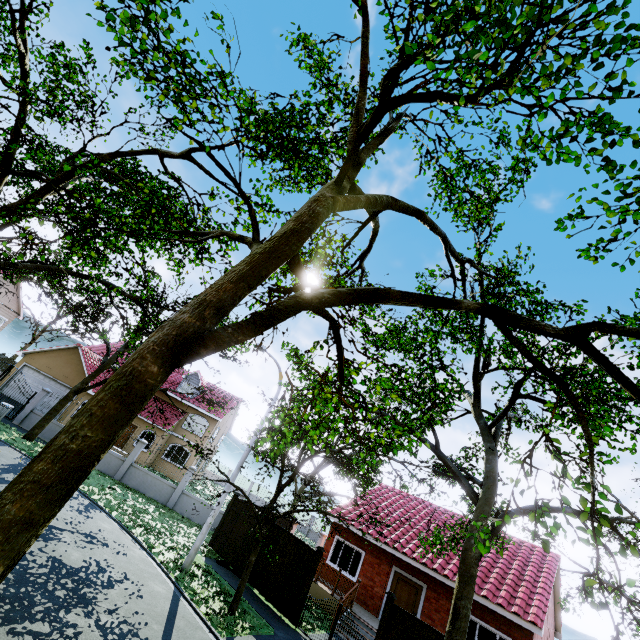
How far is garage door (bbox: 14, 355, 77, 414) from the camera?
24.8 meters

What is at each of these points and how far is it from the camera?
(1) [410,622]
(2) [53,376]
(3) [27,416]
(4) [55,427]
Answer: (1) fence, 10.2 meters
(2) garage door, 25.4 meters
(3) fence, 20.4 meters
(4) fence, 20.4 meters

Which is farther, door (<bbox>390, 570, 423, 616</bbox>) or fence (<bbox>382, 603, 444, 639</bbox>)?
door (<bbox>390, 570, 423, 616</bbox>)

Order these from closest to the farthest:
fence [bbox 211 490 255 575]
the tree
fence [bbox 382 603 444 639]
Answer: the tree → fence [bbox 382 603 444 639] → fence [bbox 211 490 255 575]

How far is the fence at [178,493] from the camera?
19.7 meters

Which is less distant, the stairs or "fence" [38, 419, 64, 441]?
the stairs

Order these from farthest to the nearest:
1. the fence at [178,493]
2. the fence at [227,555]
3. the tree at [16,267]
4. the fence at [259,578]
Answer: the fence at [178,493] → the fence at [227,555] → the fence at [259,578] → the tree at [16,267]

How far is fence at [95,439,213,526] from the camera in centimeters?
1969cm
